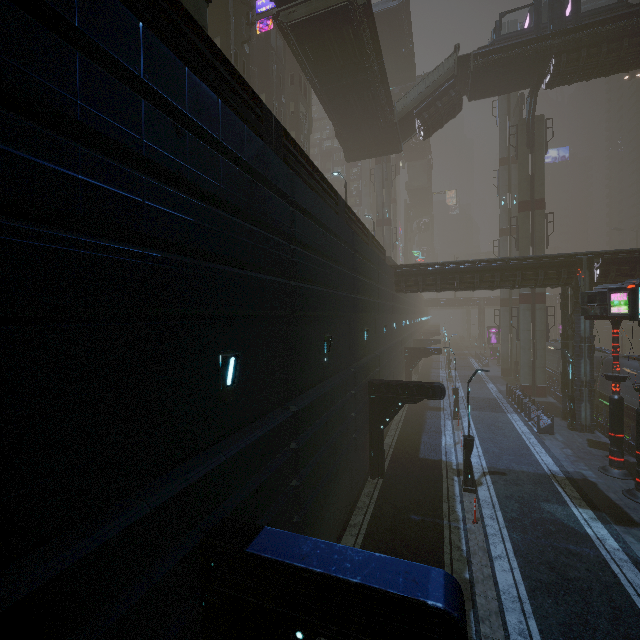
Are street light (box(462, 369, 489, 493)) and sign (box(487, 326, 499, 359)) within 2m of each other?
no

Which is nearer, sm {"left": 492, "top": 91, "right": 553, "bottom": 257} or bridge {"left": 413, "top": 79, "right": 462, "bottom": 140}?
bridge {"left": 413, "top": 79, "right": 462, "bottom": 140}

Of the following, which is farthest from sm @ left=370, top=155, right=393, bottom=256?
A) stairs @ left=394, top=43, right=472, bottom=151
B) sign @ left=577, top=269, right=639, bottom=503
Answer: sign @ left=577, top=269, right=639, bottom=503

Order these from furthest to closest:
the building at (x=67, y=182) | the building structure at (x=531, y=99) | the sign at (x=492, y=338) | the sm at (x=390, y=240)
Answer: the sign at (x=492, y=338) < the sm at (x=390, y=240) < the building structure at (x=531, y=99) < the building at (x=67, y=182)

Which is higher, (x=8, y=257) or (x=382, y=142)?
(x=382, y=142)

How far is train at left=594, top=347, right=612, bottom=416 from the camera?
24.11m

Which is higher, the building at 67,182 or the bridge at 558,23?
the bridge at 558,23
